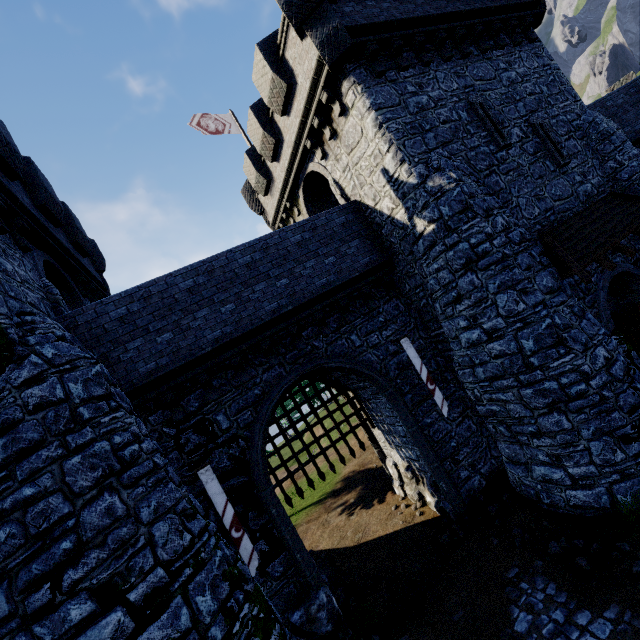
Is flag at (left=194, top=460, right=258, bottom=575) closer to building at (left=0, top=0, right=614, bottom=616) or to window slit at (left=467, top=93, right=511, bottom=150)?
building at (left=0, top=0, right=614, bottom=616)

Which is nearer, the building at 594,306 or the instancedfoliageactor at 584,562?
the instancedfoliageactor at 584,562

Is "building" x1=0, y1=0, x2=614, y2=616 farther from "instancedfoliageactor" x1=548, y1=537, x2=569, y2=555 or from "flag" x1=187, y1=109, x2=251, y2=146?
"instancedfoliageactor" x1=548, y1=537, x2=569, y2=555

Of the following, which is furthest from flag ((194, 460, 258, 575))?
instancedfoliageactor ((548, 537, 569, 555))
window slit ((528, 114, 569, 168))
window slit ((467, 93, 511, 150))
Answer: window slit ((528, 114, 569, 168))

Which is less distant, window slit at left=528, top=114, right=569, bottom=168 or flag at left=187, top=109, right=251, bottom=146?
window slit at left=528, top=114, right=569, bottom=168

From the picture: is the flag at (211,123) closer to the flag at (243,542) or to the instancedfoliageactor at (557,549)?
the flag at (243,542)

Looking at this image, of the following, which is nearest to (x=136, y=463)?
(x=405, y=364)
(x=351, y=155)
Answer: (x=405, y=364)

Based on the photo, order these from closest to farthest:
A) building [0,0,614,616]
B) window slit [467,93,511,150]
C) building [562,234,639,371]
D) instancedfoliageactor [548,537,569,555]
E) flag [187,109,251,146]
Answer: instancedfoliageactor [548,537,569,555]
building [0,0,614,616]
building [562,234,639,371]
window slit [467,93,511,150]
flag [187,109,251,146]
